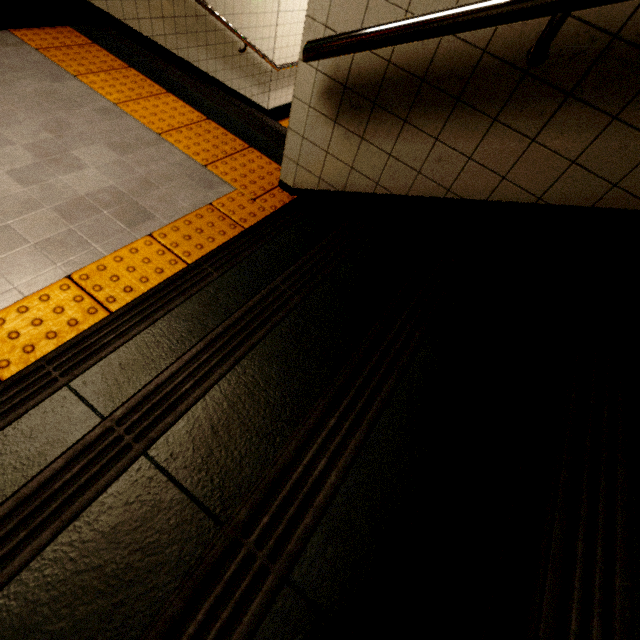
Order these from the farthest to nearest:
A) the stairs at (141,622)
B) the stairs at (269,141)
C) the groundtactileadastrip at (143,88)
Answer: the stairs at (269,141) < the groundtactileadastrip at (143,88) < the stairs at (141,622)

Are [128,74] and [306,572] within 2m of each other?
no

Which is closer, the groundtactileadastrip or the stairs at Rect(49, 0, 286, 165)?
the groundtactileadastrip

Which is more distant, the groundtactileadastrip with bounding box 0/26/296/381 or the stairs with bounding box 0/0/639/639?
the groundtactileadastrip with bounding box 0/26/296/381

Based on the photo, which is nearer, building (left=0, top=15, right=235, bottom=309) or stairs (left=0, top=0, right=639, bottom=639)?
stairs (left=0, top=0, right=639, bottom=639)

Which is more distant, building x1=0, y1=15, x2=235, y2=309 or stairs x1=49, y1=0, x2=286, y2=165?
stairs x1=49, y1=0, x2=286, y2=165

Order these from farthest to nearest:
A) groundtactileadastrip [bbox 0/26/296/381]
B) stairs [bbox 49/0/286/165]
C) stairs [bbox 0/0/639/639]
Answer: stairs [bbox 49/0/286/165], groundtactileadastrip [bbox 0/26/296/381], stairs [bbox 0/0/639/639]

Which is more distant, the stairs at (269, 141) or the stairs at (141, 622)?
the stairs at (269, 141)
